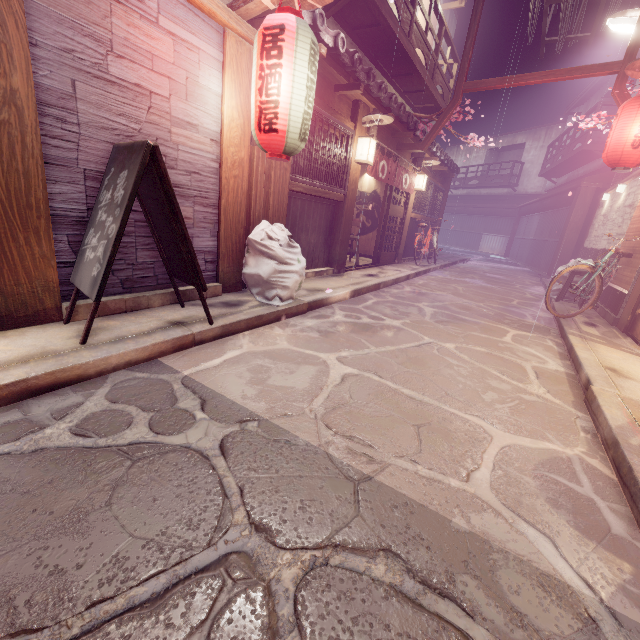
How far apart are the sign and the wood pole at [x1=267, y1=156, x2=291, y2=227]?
2.8m

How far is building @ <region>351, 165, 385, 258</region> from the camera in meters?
18.4

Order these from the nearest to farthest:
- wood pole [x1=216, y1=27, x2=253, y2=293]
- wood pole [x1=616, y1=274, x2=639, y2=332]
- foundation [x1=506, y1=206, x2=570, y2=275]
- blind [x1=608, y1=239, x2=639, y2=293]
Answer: wood pole [x1=216, y1=27, x2=253, y2=293]
wood pole [x1=616, y1=274, x2=639, y2=332]
blind [x1=608, y1=239, x2=639, y2=293]
foundation [x1=506, y1=206, x2=570, y2=275]

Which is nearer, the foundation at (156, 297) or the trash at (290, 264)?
the foundation at (156, 297)

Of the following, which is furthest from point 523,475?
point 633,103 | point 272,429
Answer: point 633,103

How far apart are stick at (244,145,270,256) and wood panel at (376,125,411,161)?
5.4 meters

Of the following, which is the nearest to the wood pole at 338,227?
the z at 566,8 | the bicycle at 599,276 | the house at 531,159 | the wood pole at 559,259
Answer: Result: the bicycle at 599,276

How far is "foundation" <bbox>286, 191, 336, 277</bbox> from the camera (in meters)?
9.91
